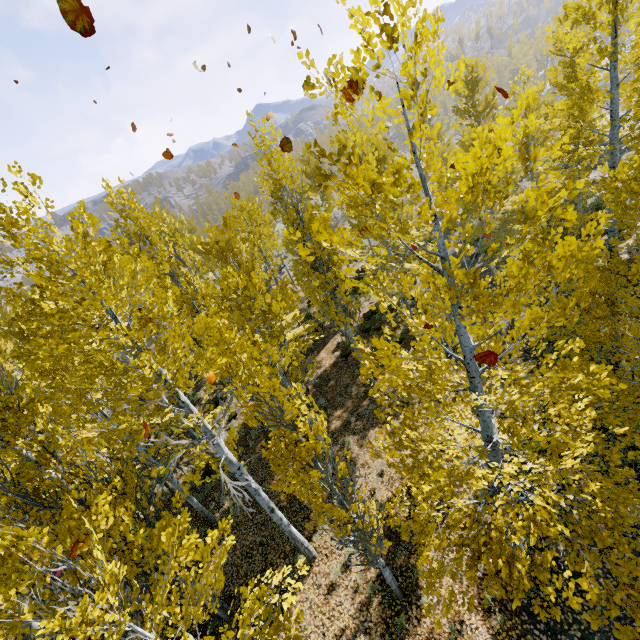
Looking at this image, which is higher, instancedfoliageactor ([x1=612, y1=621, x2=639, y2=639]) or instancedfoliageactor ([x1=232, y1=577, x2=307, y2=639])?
instancedfoliageactor ([x1=612, y1=621, x2=639, y2=639])

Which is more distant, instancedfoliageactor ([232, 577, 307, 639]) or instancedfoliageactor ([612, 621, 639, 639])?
instancedfoliageactor ([232, 577, 307, 639])

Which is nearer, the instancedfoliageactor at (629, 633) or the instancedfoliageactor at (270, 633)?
the instancedfoliageactor at (629, 633)

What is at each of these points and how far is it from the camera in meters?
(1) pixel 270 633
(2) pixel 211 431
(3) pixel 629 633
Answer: (1) instancedfoliageactor, 4.6 m
(2) instancedfoliageactor, 6.5 m
(3) instancedfoliageactor, 3.3 m
